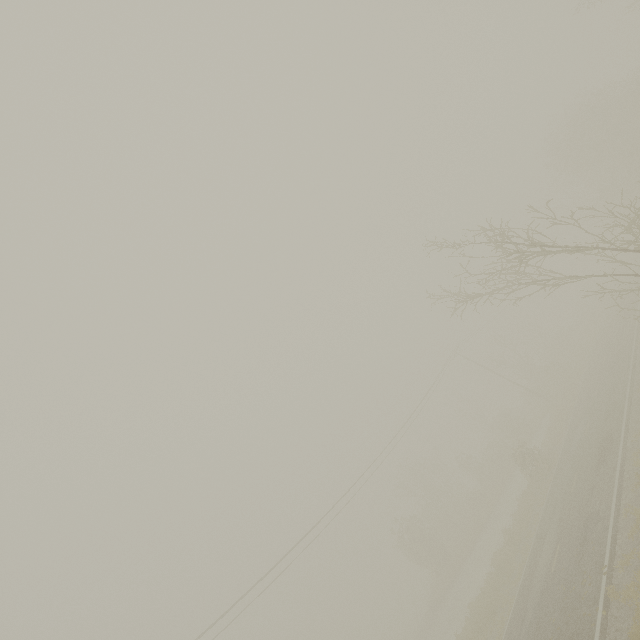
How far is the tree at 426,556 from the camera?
34.53m

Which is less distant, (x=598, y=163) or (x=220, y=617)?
(x=220, y=617)

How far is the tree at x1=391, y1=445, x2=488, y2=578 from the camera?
34.53m
